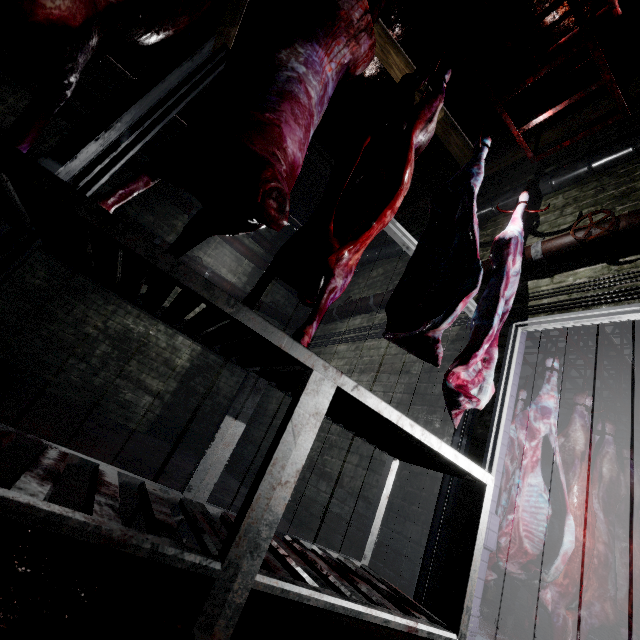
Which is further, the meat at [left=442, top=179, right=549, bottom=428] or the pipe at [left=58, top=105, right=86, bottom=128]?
the pipe at [left=58, top=105, right=86, bottom=128]

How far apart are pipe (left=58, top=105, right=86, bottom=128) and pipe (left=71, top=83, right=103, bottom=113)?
0.18m

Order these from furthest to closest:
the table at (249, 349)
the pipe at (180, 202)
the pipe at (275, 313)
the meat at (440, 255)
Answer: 1. the pipe at (275, 313)
2. the pipe at (180, 202)
3. the meat at (440, 255)
4. the table at (249, 349)

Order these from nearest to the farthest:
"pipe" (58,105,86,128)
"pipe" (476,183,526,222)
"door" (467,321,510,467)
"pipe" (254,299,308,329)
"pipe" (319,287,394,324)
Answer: "door" (467,321,510,467) < "pipe" (476,183,526,222) < "pipe" (319,287,394,324) < "pipe" (58,105,86,128) < "pipe" (254,299,308,329)

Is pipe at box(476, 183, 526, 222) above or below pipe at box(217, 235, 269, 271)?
above

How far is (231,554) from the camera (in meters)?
0.79

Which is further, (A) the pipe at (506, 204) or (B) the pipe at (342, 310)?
(B) the pipe at (342, 310)

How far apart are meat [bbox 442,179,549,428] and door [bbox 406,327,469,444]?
0.2m
